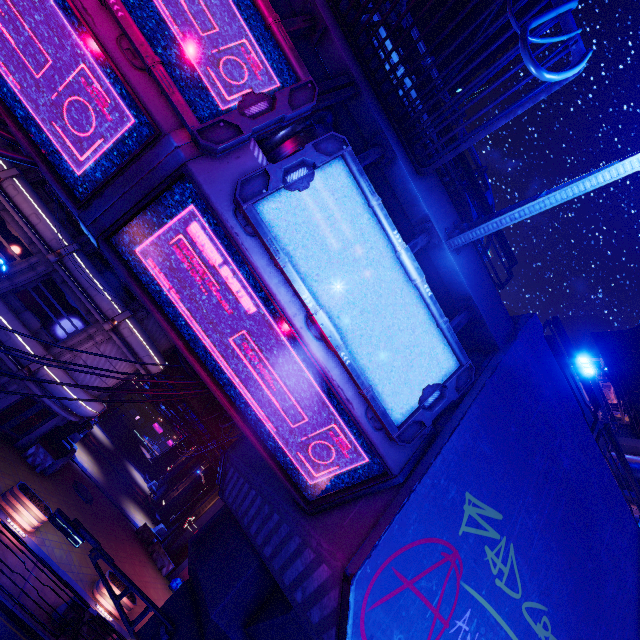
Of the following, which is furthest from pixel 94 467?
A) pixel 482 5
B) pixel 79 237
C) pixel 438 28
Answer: pixel 482 5

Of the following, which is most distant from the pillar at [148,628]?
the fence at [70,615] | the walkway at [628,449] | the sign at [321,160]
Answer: the walkway at [628,449]

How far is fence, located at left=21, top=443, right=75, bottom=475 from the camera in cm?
1942

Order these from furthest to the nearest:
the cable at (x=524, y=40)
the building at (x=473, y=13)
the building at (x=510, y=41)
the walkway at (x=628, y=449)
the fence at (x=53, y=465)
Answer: the building at (x=510, y=41)
the building at (x=473, y=13)
the fence at (x=53, y=465)
the walkway at (x=628, y=449)
the cable at (x=524, y=40)

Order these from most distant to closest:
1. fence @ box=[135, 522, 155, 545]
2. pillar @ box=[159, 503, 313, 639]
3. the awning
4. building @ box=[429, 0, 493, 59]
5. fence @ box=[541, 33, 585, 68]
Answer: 1. building @ box=[429, 0, 493, 59]
2. fence @ box=[135, 522, 155, 545]
3. the awning
4. pillar @ box=[159, 503, 313, 639]
5. fence @ box=[541, 33, 585, 68]

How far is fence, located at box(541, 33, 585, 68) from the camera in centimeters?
313cm

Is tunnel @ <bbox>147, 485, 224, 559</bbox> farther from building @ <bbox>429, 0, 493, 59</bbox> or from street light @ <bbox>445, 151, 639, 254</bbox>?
building @ <bbox>429, 0, 493, 59</bbox>

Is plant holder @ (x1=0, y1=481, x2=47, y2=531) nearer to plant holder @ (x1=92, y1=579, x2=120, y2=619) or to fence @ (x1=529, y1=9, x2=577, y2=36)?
plant holder @ (x1=92, y1=579, x2=120, y2=619)
